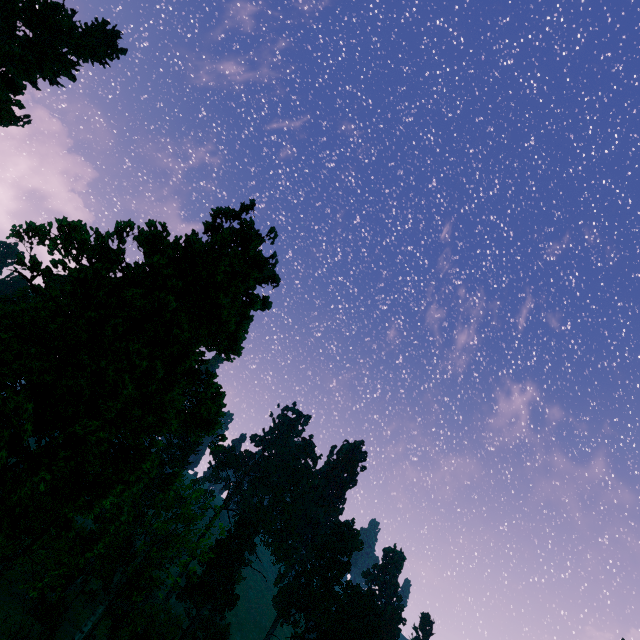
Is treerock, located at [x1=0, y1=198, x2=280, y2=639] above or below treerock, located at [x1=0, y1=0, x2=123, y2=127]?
below

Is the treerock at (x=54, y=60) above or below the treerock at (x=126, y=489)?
above

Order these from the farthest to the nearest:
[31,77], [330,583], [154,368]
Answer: [330,583], [31,77], [154,368]

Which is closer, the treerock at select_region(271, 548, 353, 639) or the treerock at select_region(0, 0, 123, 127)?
the treerock at select_region(0, 0, 123, 127)

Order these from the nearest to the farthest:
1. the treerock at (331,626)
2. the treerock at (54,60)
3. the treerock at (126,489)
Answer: the treerock at (126,489) < the treerock at (54,60) < the treerock at (331,626)

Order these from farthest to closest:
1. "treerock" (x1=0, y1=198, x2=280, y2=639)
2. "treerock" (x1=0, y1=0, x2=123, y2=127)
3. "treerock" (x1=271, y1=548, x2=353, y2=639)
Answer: "treerock" (x1=271, y1=548, x2=353, y2=639)
"treerock" (x1=0, y1=0, x2=123, y2=127)
"treerock" (x1=0, y1=198, x2=280, y2=639)
